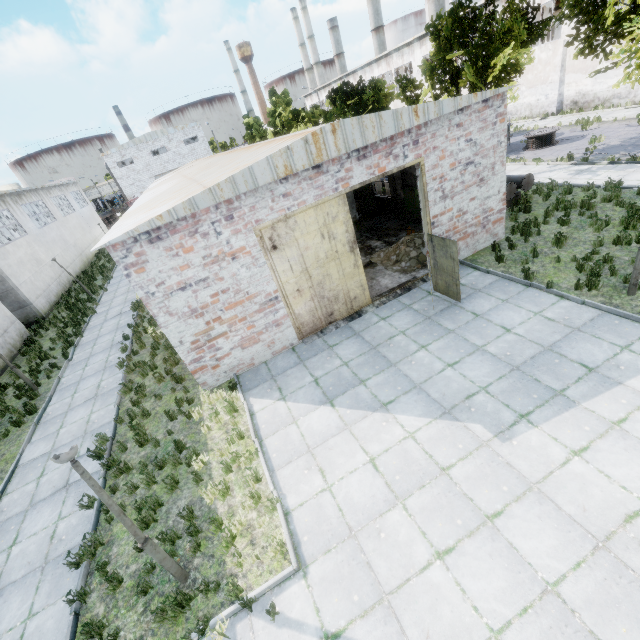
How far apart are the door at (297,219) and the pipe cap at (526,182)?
9.06m

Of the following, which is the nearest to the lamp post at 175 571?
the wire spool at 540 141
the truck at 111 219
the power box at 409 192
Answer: the power box at 409 192

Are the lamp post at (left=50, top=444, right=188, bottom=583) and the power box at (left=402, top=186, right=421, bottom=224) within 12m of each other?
no

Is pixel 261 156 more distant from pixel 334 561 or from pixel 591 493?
pixel 591 493

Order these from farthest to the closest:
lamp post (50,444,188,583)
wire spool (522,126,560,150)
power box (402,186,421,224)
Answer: wire spool (522,126,560,150), power box (402,186,421,224), lamp post (50,444,188,583)

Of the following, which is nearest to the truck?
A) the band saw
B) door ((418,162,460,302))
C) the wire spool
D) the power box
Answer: the band saw

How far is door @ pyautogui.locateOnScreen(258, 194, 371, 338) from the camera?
9.2 meters

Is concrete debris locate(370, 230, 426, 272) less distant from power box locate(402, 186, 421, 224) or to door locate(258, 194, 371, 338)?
power box locate(402, 186, 421, 224)
